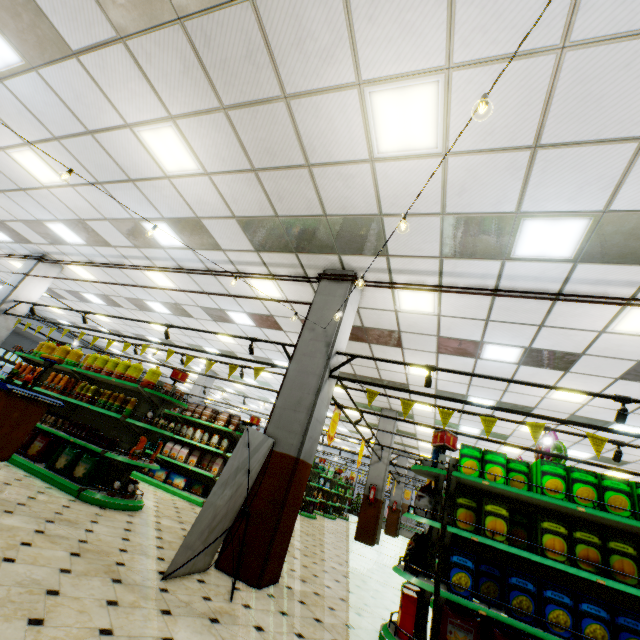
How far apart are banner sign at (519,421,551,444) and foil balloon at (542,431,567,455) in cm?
328

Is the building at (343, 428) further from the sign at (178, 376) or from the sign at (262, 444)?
the sign at (178, 376)

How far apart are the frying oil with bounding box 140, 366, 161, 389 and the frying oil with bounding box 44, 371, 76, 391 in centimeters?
134cm

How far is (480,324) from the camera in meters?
6.4

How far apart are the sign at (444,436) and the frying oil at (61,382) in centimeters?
682cm

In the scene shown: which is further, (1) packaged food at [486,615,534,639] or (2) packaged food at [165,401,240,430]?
(2) packaged food at [165,401,240,430]

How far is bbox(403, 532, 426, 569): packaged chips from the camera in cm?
379

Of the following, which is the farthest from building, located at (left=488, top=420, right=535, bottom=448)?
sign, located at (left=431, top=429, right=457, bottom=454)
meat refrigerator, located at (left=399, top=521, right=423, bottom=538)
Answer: sign, located at (left=431, top=429, right=457, bottom=454)
